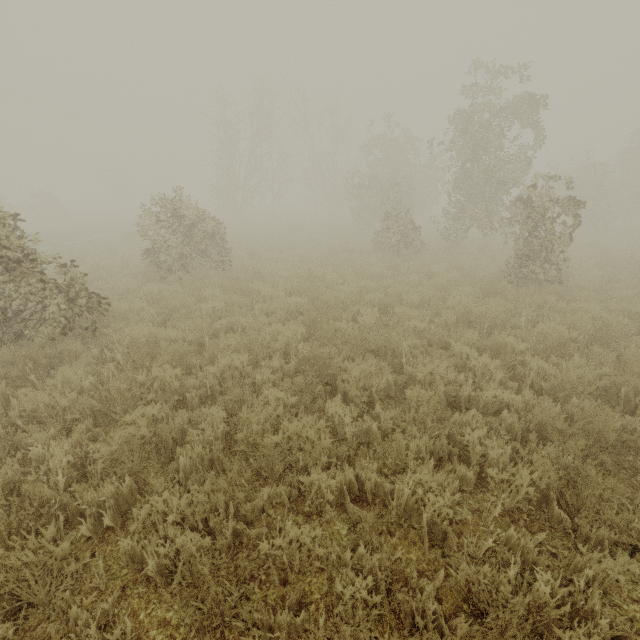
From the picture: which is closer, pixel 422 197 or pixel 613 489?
pixel 613 489
